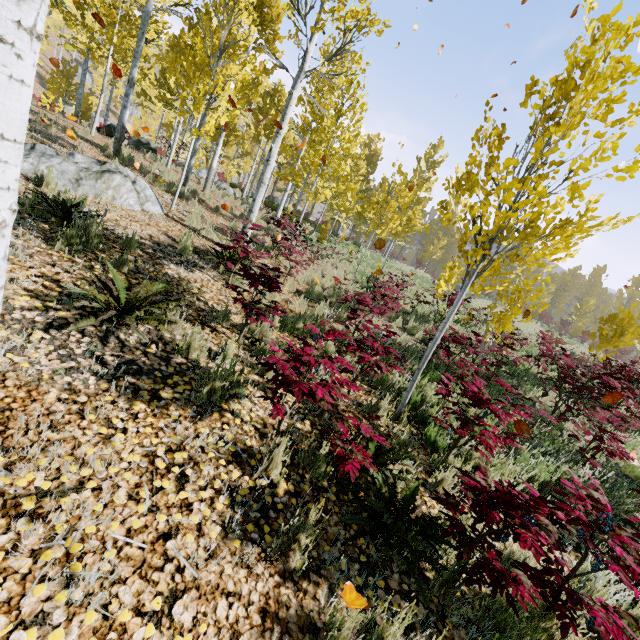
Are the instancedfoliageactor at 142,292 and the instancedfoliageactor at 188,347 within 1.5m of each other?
yes

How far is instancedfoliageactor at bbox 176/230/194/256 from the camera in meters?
6.0

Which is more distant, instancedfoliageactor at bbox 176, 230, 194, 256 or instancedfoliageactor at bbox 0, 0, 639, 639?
instancedfoliageactor at bbox 176, 230, 194, 256

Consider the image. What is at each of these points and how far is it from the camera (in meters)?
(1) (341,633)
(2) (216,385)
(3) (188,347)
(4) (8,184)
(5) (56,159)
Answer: (1) instancedfoliageactor, 1.72
(2) instancedfoliageactor, 2.96
(3) instancedfoliageactor, 3.39
(4) instancedfoliageactor, 1.27
(5) rock, 5.70

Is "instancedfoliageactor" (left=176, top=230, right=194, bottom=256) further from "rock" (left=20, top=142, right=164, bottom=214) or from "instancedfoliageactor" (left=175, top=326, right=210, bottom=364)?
"instancedfoliageactor" (left=175, top=326, right=210, bottom=364)

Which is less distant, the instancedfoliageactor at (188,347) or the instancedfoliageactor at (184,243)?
the instancedfoliageactor at (188,347)

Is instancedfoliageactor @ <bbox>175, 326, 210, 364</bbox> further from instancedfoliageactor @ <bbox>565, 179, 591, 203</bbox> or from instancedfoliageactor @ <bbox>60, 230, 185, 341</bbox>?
instancedfoliageactor @ <bbox>565, 179, 591, 203</bbox>
